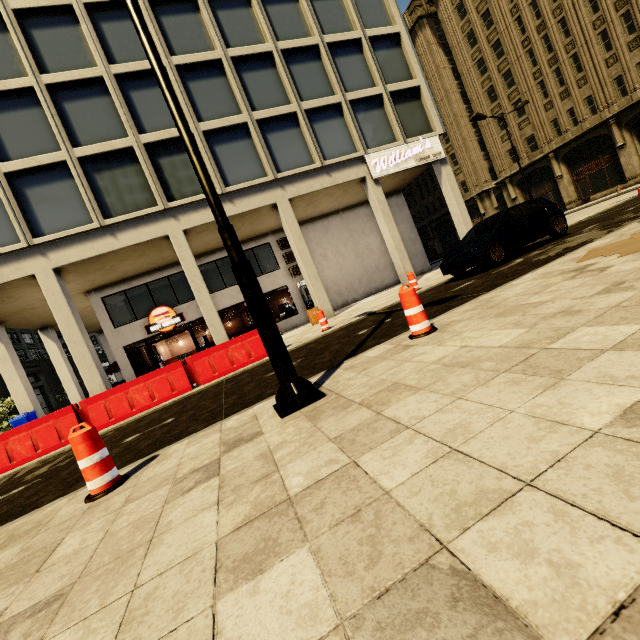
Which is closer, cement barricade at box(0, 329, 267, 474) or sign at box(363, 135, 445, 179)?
cement barricade at box(0, 329, 267, 474)

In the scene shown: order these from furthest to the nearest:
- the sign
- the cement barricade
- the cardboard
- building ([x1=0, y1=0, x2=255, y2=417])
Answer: the sign < building ([x1=0, y1=0, x2=255, y2=417]) < the cement barricade < the cardboard

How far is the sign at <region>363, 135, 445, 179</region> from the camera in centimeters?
1641cm

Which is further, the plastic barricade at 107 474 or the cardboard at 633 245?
the cardboard at 633 245

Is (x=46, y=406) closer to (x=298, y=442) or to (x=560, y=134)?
A: (x=298, y=442)

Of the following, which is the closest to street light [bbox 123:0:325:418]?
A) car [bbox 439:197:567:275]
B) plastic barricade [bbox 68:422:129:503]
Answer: plastic barricade [bbox 68:422:129:503]

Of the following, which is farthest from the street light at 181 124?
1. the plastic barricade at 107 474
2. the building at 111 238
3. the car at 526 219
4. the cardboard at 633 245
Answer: the building at 111 238

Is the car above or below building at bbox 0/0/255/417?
below
